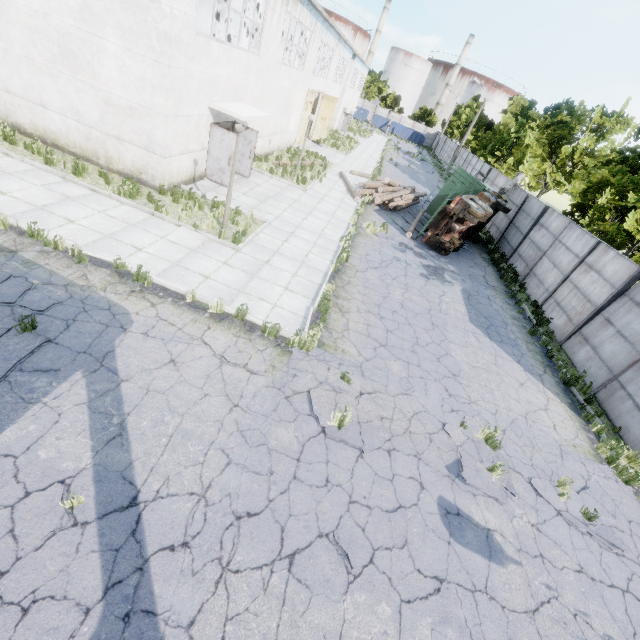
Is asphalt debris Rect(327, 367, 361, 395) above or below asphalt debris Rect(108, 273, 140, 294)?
above

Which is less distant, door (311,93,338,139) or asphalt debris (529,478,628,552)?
asphalt debris (529,478,628,552)

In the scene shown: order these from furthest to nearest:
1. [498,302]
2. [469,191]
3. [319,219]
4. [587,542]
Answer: [469,191] → [319,219] → [498,302] → [587,542]

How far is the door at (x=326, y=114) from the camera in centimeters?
2922cm

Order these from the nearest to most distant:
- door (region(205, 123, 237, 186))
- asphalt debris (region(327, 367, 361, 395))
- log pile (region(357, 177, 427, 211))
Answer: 1. asphalt debris (region(327, 367, 361, 395))
2. door (region(205, 123, 237, 186))
3. log pile (region(357, 177, 427, 211))

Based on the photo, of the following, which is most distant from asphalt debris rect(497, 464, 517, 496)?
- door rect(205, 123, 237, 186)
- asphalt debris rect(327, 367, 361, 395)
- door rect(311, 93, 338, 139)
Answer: door rect(311, 93, 338, 139)

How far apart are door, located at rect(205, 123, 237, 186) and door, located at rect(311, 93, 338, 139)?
19.8m

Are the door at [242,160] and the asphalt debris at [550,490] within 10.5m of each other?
no
